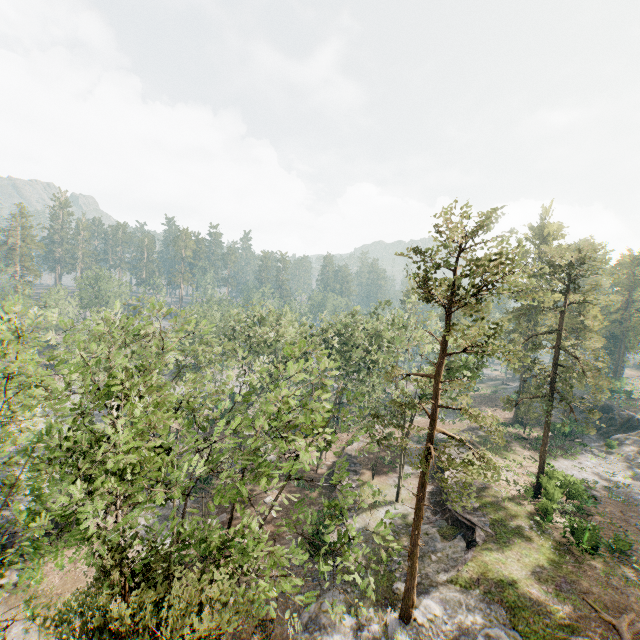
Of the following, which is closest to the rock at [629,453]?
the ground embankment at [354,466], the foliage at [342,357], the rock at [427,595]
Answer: the foliage at [342,357]

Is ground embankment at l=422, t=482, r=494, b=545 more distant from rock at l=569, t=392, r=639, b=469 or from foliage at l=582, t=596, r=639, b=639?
rock at l=569, t=392, r=639, b=469

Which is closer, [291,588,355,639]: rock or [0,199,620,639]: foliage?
[0,199,620,639]: foliage

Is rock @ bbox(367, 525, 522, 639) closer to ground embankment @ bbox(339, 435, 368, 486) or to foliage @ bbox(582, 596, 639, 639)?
foliage @ bbox(582, 596, 639, 639)

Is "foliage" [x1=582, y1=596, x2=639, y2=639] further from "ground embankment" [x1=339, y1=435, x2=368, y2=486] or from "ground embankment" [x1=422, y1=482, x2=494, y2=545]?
"ground embankment" [x1=422, y1=482, x2=494, y2=545]

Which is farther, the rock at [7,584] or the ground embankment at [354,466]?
the ground embankment at [354,466]

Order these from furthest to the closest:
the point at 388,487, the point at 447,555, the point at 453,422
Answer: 1. the point at 453,422
2. the point at 388,487
3. the point at 447,555

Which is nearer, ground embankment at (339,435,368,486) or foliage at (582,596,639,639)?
foliage at (582,596,639,639)
